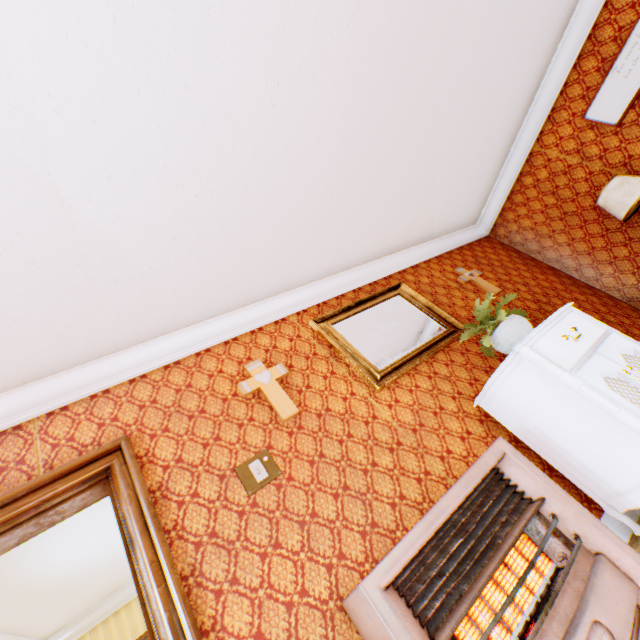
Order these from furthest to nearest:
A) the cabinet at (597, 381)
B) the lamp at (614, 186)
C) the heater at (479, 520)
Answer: the lamp at (614, 186)
the cabinet at (597, 381)
the heater at (479, 520)

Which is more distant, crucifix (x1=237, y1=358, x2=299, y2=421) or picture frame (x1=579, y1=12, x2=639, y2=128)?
picture frame (x1=579, y1=12, x2=639, y2=128)

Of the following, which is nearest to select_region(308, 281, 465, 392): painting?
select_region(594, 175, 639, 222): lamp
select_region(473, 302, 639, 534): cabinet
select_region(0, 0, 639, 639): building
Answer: select_region(0, 0, 639, 639): building

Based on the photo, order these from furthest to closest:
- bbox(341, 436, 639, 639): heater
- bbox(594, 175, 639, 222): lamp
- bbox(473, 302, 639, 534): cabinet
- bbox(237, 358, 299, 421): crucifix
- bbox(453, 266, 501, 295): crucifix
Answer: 1. bbox(453, 266, 501, 295): crucifix
2. bbox(594, 175, 639, 222): lamp
3. bbox(237, 358, 299, 421): crucifix
4. bbox(473, 302, 639, 534): cabinet
5. bbox(341, 436, 639, 639): heater

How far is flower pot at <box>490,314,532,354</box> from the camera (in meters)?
2.59

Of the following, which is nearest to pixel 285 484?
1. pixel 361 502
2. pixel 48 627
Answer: pixel 361 502

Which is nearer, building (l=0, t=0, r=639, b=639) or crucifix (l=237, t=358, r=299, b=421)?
building (l=0, t=0, r=639, b=639)

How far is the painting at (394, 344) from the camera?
2.9m
